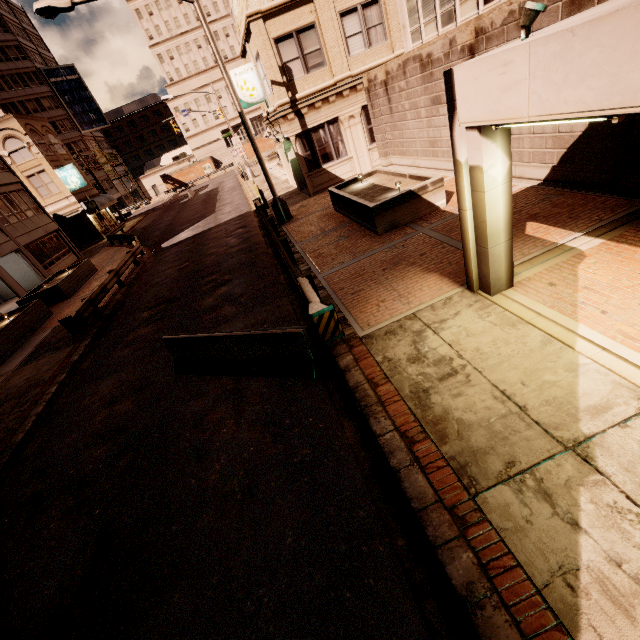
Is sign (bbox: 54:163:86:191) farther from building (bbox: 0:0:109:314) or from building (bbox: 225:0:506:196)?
building (bbox: 225:0:506:196)

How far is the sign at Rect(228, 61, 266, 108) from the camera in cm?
1753

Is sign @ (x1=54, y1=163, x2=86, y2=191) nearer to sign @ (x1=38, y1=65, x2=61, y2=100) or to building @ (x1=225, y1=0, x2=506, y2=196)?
building @ (x1=225, y1=0, x2=506, y2=196)

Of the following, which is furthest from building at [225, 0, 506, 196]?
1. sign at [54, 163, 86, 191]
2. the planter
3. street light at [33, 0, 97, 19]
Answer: sign at [54, 163, 86, 191]

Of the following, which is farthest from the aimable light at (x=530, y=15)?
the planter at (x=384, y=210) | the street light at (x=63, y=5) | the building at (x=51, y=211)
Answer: the building at (x=51, y=211)

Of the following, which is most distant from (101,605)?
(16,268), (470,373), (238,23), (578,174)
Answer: (238,23)

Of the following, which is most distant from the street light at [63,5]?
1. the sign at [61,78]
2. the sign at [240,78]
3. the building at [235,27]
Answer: the sign at [61,78]

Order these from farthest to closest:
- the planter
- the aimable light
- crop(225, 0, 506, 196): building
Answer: crop(225, 0, 506, 196): building
the planter
the aimable light
